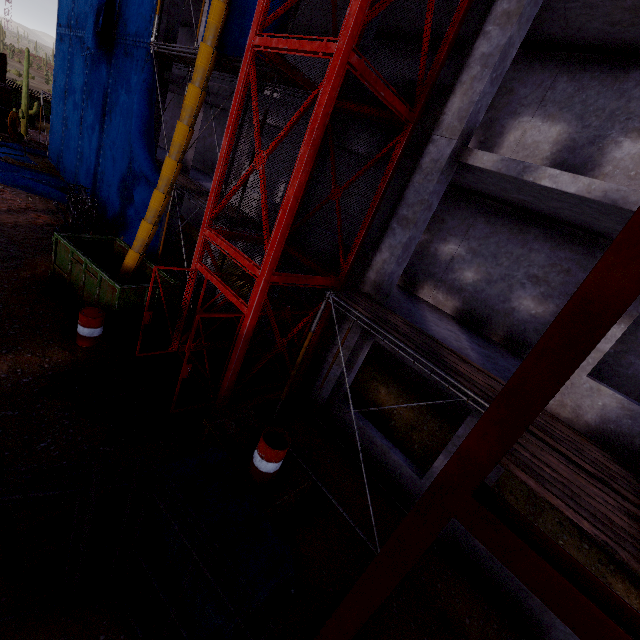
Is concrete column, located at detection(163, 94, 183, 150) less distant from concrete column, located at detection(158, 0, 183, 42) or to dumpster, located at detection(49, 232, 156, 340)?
concrete column, located at detection(158, 0, 183, 42)

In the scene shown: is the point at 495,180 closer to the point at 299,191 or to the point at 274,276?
the point at 299,191

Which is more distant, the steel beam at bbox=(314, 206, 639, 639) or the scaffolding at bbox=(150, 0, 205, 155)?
the scaffolding at bbox=(150, 0, 205, 155)

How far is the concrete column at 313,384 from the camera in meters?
9.1

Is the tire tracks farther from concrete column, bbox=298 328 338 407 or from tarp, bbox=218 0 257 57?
concrete column, bbox=298 328 338 407

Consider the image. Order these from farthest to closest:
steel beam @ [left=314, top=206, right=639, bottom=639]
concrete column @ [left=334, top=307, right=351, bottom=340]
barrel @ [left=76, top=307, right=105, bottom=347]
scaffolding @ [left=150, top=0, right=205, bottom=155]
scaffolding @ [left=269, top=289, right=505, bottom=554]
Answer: scaffolding @ [left=150, top=0, right=205, bottom=155], concrete column @ [left=334, top=307, right=351, bottom=340], barrel @ [left=76, top=307, right=105, bottom=347], scaffolding @ [left=269, top=289, right=505, bottom=554], steel beam @ [left=314, top=206, right=639, bottom=639]

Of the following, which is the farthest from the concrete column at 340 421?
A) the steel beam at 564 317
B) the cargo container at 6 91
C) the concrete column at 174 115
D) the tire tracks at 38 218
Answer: the cargo container at 6 91

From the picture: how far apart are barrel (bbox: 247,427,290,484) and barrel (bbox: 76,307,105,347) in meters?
5.5 m
